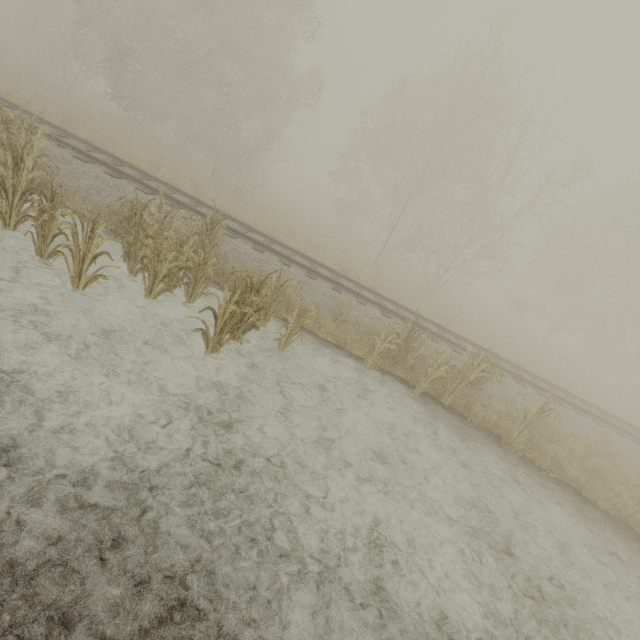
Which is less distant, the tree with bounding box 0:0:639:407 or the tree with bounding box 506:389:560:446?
the tree with bounding box 506:389:560:446

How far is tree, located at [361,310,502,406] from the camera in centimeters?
824cm

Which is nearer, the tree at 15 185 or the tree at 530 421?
the tree at 15 185

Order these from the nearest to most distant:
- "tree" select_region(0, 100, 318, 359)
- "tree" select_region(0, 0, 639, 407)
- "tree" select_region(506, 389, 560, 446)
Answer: "tree" select_region(0, 100, 318, 359) < "tree" select_region(506, 389, 560, 446) < "tree" select_region(0, 0, 639, 407)

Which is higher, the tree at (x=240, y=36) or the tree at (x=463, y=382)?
the tree at (x=240, y=36)

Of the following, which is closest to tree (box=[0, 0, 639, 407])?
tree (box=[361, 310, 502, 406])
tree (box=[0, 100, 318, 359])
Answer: tree (box=[361, 310, 502, 406])

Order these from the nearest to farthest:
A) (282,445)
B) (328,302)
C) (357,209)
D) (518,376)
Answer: (282,445), (328,302), (518,376), (357,209)
